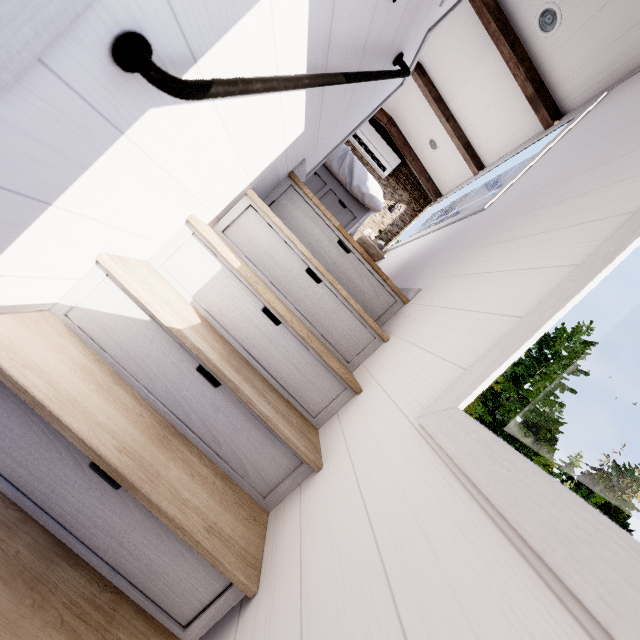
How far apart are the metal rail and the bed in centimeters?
116cm

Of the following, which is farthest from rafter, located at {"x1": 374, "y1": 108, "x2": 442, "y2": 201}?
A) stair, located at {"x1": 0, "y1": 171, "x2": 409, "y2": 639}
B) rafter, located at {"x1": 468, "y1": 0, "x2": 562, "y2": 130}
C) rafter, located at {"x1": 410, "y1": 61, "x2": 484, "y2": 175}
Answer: stair, located at {"x1": 0, "y1": 171, "x2": 409, "y2": 639}

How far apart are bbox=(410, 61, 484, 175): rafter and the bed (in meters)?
1.34

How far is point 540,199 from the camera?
1.6 meters

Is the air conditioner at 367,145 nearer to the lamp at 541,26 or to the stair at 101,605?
the lamp at 541,26

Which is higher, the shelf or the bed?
the shelf

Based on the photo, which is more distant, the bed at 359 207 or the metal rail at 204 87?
the bed at 359 207

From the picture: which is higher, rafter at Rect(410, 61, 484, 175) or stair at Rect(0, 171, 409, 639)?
rafter at Rect(410, 61, 484, 175)
